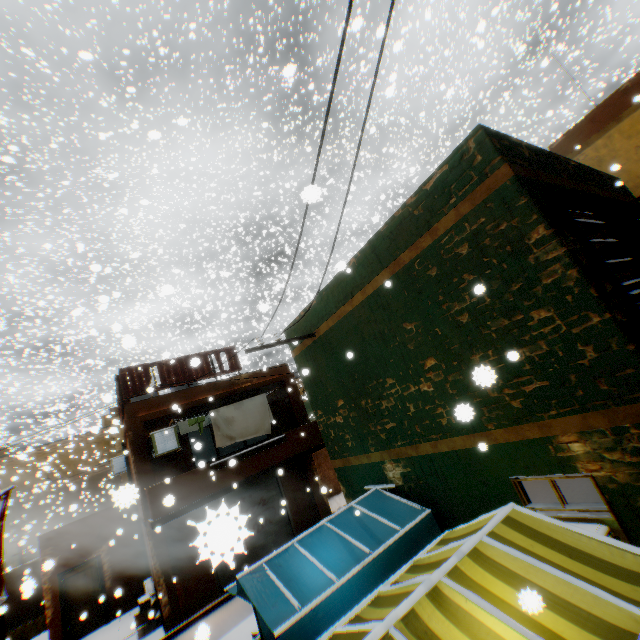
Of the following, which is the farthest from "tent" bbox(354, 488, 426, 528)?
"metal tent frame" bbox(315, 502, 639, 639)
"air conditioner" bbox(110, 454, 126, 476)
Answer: "air conditioner" bbox(110, 454, 126, 476)

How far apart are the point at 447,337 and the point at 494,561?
3.0m

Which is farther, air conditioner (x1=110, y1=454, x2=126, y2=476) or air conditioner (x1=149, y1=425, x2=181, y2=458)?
air conditioner (x1=110, y1=454, x2=126, y2=476)

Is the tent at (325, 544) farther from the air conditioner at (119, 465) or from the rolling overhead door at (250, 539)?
the air conditioner at (119, 465)

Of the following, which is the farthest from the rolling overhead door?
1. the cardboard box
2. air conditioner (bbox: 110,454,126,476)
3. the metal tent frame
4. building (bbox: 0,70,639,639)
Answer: air conditioner (bbox: 110,454,126,476)

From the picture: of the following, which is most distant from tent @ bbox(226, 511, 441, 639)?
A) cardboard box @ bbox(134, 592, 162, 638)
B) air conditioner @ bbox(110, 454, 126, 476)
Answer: air conditioner @ bbox(110, 454, 126, 476)

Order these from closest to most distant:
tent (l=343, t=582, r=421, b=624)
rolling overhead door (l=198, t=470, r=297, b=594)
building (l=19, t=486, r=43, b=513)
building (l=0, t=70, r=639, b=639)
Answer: rolling overhead door (l=198, t=470, r=297, b=594)
tent (l=343, t=582, r=421, b=624)
building (l=0, t=70, r=639, b=639)
building (l=19, t=486, r=43, b=513)

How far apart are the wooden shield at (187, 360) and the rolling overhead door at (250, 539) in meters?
0.3
